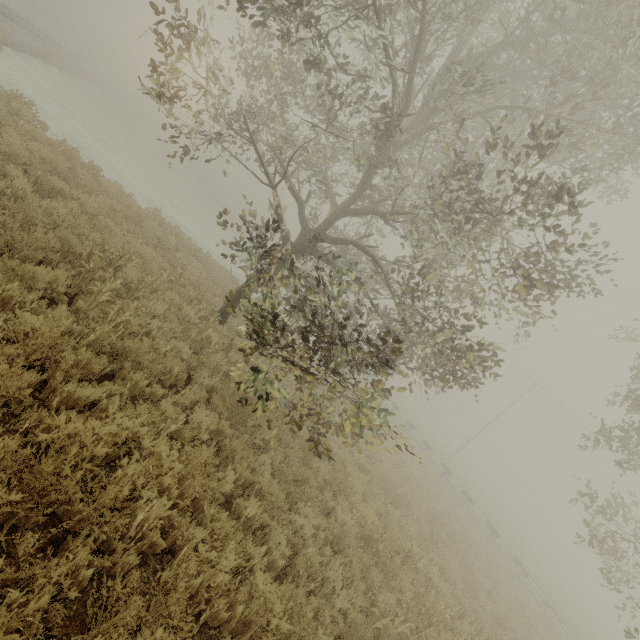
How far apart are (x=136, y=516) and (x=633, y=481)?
38.30m

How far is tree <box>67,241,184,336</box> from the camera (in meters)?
5.52

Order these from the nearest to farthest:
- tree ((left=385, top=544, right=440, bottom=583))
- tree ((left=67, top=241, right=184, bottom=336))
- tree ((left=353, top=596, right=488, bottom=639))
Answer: tree ((left=353, top=596, right=488, bottom=639)) → tree ((left=67, top=241, right=184, bottom=336)) → tree ((left=385, top=544, right=440, bottom=583))

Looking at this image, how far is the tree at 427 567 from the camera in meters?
6.5 m

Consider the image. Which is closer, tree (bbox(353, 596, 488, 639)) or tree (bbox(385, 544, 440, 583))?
tree (bbox(353, 596, 488, 639))

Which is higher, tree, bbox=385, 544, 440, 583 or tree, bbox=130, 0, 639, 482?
tree, bbox=130, 0, 639, 482

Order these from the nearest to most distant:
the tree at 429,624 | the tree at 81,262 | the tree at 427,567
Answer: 1. the tree at 429,624
2. the tree at 81,262
3. the tree at 427,567
